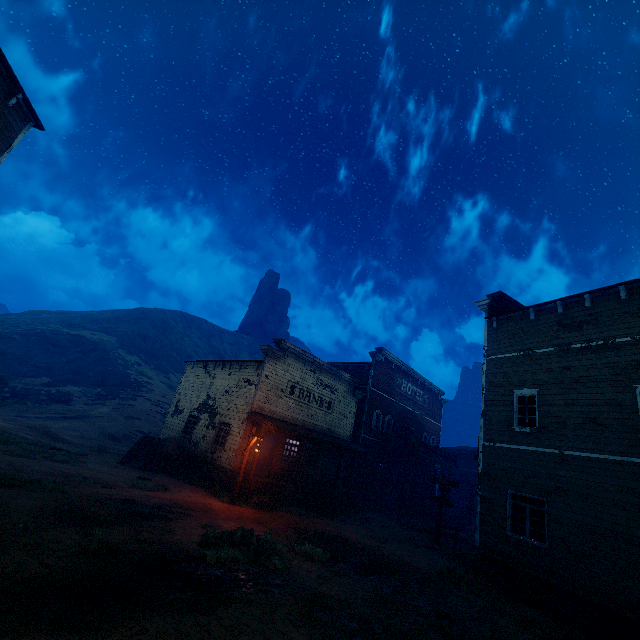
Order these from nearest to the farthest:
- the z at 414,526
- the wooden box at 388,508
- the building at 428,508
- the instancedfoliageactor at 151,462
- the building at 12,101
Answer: the z at 414,526, the building at 12,101, the instancedfoliageactor at 151,462, the wooden box at 388,508, the building at 428,508

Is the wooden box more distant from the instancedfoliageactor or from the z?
the instancedfoliageactor

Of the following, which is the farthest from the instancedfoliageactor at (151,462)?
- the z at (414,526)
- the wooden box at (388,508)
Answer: the wooden box at (388,508)

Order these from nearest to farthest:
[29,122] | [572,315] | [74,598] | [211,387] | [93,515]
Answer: [74,598] → [93,515] → [29,122] → [572,315] → [211,387]

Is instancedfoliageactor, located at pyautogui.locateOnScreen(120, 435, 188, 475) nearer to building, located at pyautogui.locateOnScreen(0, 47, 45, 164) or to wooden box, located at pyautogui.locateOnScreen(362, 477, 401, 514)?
building, located at pyautogui.locateOnScreen(0, 47, 45, 164)

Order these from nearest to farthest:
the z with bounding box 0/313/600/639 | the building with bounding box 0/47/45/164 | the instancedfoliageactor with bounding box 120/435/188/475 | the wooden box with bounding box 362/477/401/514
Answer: the z with bounding box 0/313/600/639 → the building with bounding box 0/47/45/164 → the instancedfoliageactor with bounding box 120/435/188/475 → the wooden box with bounding box 362/477/401/514

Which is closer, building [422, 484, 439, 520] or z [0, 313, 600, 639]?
z [0, 313, 600, 639]

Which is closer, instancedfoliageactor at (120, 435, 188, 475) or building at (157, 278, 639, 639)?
building at (157, 278, 639, 639)
